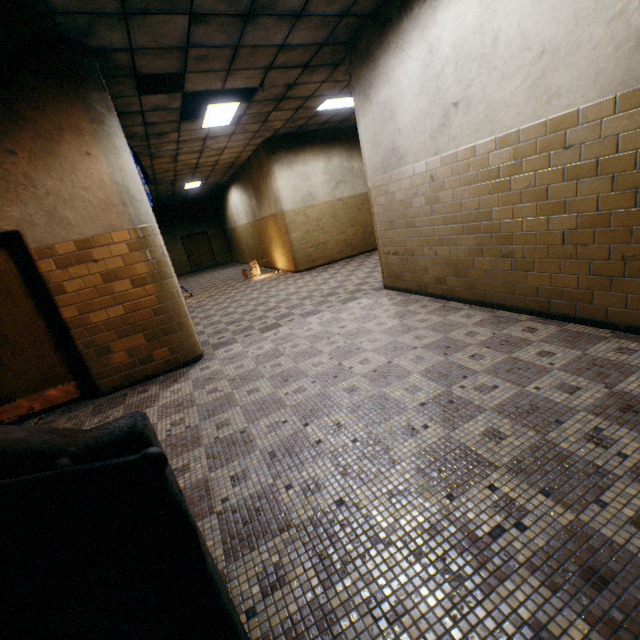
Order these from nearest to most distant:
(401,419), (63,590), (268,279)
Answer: (63,590) → (401,419) → (268,279)

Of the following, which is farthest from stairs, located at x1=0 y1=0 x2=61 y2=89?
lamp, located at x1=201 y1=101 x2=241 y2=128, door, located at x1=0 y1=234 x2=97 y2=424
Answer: lamp, located at x1=201 y1=101 x2=241 y2=128

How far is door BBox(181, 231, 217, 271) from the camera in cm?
1980

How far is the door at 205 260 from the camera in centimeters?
1980cm

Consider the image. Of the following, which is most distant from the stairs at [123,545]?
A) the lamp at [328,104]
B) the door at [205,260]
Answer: the door at [205,260]

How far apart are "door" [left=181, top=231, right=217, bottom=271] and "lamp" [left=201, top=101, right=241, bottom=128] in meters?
13.6 m

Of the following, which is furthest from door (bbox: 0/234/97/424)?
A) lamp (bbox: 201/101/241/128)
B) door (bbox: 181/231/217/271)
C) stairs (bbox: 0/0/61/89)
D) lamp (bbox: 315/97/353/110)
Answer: door (bbox: 181/231/217/271)

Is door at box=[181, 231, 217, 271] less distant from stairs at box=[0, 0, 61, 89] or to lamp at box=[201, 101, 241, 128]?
lamp at box=[201, 101, 241, 128]
